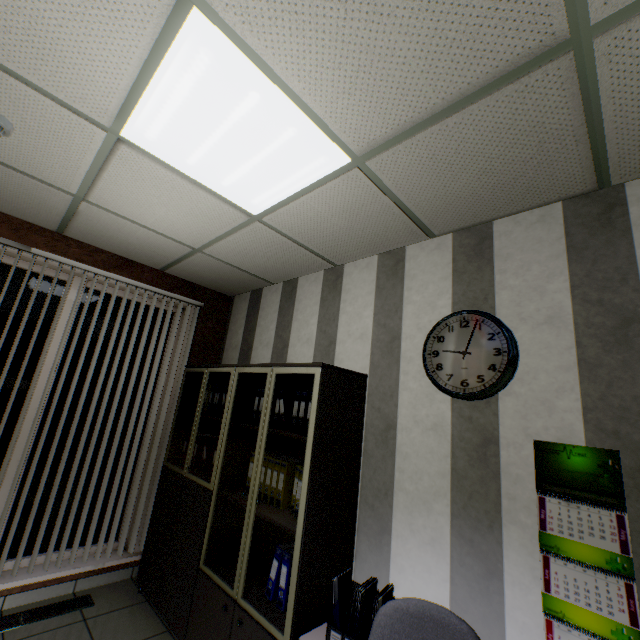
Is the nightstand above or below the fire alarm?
below

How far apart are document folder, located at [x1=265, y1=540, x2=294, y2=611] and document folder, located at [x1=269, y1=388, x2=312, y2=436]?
0.8m

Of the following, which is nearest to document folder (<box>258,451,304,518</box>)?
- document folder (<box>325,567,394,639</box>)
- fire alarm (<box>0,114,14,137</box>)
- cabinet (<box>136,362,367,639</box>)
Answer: cabinet (<box>136,362,367,639</box>)

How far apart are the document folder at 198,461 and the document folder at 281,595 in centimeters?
123cm

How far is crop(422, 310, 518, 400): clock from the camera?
1.88m

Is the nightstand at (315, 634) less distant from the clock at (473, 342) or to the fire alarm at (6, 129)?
the clock at (473, 342)

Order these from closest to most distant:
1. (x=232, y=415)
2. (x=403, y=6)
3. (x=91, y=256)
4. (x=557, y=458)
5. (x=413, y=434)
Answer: (x=403, y=6), (x=557, y=458), (x=413, y=434), (x=232, y=415), (x=91, y=256)

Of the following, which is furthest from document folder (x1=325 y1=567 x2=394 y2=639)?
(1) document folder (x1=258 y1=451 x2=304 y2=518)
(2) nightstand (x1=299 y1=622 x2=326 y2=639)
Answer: (1) document folder (x1=258 y1=451 x2=304 y2=518)
